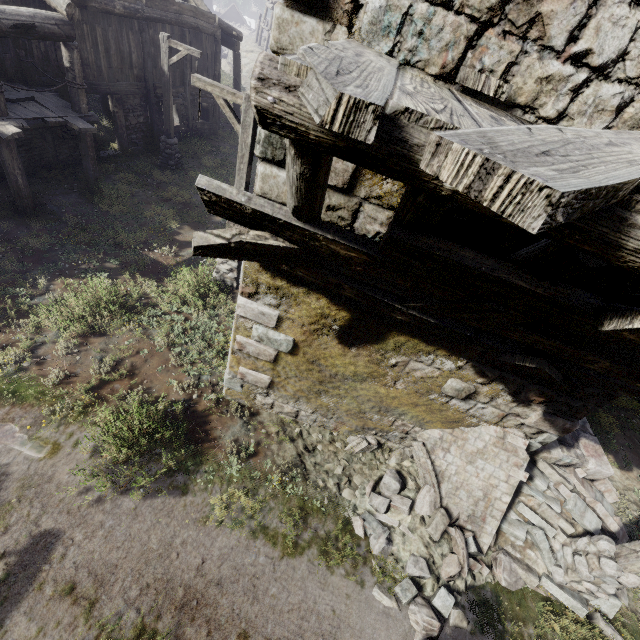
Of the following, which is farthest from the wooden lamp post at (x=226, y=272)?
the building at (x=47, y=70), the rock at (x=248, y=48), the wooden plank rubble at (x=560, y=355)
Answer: the rock at (x=248, y=48)

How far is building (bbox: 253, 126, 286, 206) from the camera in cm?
339

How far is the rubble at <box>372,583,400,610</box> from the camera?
4.96m

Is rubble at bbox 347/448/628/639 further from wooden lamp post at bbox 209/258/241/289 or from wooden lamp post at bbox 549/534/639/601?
→ wooden lamp post at bbox 209/258/241/289

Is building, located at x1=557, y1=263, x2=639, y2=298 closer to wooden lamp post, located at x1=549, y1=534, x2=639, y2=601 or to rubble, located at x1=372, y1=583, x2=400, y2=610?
rubble, located at x1=372, y1=583, x2=400, y2=610

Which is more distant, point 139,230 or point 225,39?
point 225,39

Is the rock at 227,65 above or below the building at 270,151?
below
